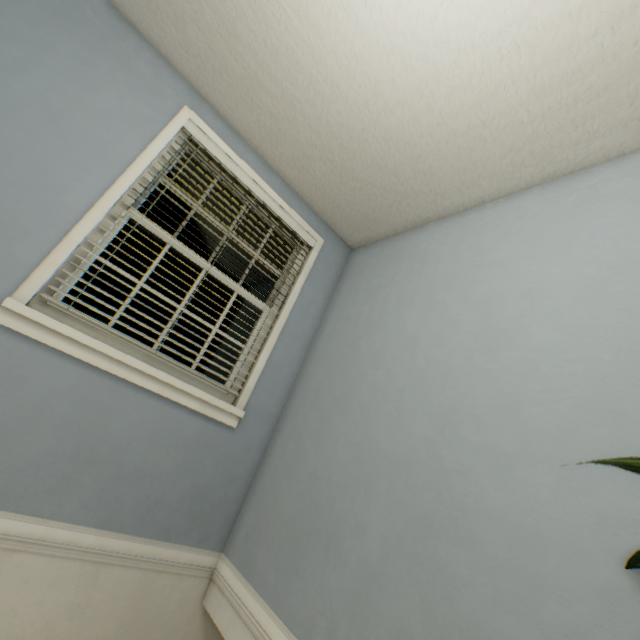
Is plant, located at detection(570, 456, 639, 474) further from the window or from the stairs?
the window

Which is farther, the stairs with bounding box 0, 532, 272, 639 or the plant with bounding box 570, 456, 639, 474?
the stairs with bounding box 0, 532, 272, 639

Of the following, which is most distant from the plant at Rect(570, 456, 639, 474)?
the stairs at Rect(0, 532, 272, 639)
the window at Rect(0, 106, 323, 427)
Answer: the window at Rect(0, 106, 323, 427)

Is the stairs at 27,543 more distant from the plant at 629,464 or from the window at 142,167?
the window at 142,167

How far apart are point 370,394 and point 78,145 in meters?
2.0 m
